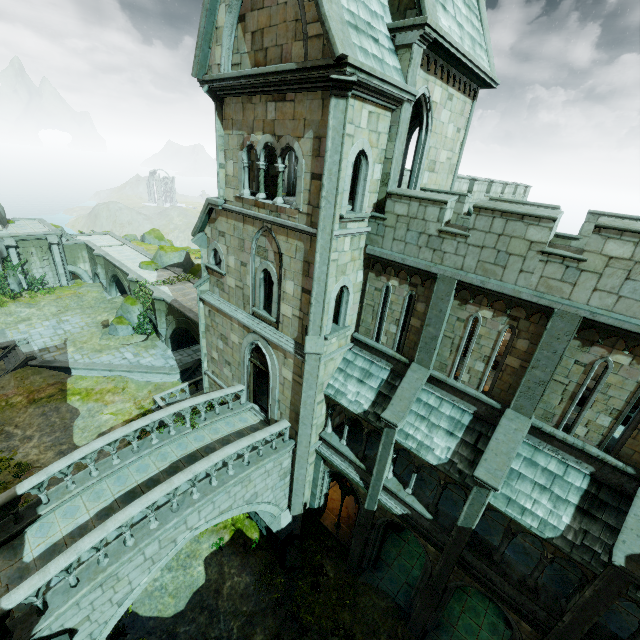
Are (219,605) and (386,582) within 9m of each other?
yes

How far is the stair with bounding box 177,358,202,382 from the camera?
25.5m

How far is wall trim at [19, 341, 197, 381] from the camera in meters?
24.5

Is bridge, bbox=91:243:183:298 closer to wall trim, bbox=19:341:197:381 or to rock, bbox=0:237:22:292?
wall trim, bbox=19:341:197:381

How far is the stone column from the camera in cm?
1512

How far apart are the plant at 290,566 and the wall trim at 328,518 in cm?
75

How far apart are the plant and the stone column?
1.2 meters

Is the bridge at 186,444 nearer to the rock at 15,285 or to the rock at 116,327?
the rock at 116,327
